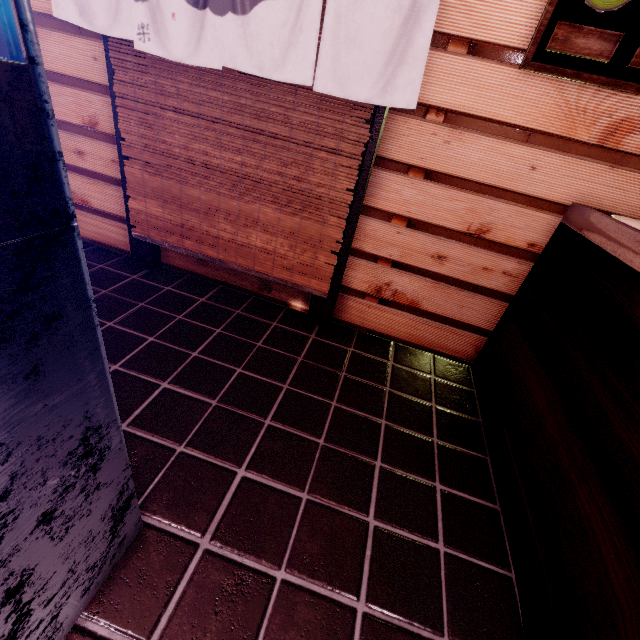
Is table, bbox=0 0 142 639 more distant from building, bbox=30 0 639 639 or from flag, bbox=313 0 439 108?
flag, bbox=313 0 439 108

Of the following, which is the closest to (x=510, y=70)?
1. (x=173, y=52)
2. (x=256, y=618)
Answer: Result: (x=173, y=52)

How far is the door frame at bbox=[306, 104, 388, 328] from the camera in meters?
3.5

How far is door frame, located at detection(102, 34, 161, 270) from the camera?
3.89m

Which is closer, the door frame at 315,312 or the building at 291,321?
the building at 291,321

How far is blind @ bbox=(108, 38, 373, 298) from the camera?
3.68m

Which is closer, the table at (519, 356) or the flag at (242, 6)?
the table at (519, 356)

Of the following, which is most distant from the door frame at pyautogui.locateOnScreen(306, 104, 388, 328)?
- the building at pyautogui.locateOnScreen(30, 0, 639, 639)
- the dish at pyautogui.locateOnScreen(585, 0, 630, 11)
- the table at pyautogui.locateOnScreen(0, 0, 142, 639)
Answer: the table at pyautogui.locateOnScreen(0, 0, 142, 639)
